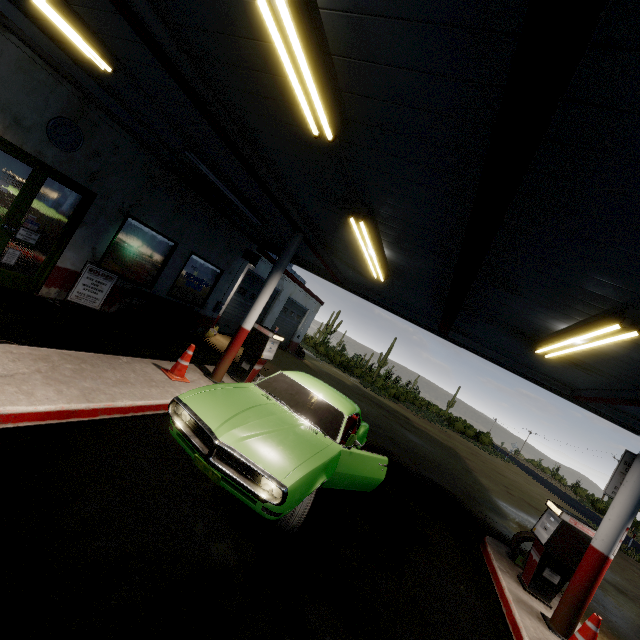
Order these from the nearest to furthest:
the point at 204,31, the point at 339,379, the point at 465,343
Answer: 1. the point at 204,31
2. the point at 465,343
3. the point at 339,379

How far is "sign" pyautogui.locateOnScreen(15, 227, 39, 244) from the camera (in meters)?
6.25

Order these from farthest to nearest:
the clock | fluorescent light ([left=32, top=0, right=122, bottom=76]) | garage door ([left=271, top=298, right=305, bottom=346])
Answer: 1. garage door ([left=271, top=298, right=305, bottom=346])
2. the clock
3. fluorescent light ([left=32, top=0, right=122, bottom=76])

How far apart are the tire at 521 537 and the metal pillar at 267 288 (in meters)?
6.97

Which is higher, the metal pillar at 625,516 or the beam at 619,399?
the beam at 619,399

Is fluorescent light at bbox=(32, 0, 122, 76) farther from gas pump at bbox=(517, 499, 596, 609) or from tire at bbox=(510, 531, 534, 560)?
tire at bbox=(510, 531, 534, 560)

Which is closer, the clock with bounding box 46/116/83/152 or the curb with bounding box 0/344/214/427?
the curb with bounding box 0/344/214/427

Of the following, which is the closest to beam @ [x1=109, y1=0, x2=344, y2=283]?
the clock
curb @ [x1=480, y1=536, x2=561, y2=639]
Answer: the clock
